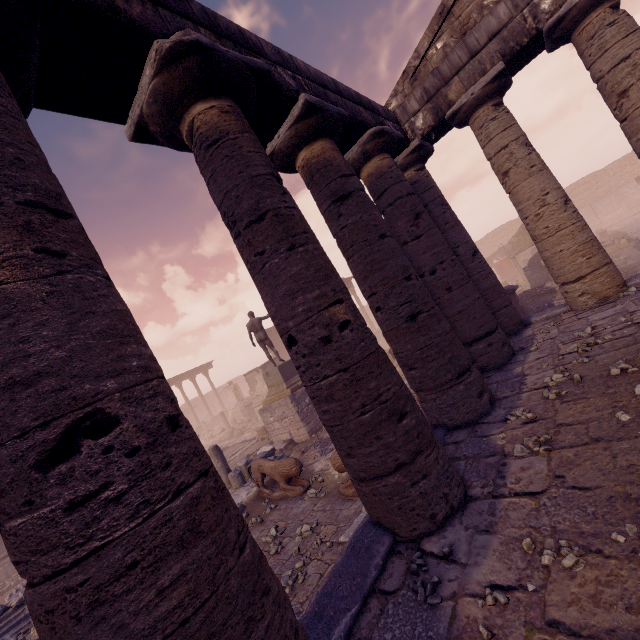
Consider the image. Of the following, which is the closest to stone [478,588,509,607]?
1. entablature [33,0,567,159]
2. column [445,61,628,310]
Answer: entablature [33,0,567,159]

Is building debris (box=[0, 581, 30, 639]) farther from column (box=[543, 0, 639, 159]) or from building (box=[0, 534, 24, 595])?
column (box=[543, 0, 639, 159])

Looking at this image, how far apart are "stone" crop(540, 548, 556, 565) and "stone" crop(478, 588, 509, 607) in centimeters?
36cm

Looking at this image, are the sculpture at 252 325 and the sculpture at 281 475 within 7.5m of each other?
yes

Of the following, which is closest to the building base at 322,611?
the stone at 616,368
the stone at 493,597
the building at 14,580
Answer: the stone at 493,597

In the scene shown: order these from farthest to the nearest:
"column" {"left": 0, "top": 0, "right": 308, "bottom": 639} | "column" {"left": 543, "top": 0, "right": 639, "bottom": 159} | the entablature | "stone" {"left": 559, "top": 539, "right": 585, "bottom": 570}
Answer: "column" {"left": 543, "top": 0, "right": 639, "bottom": 159} → the entablature → "stone" {"left": 559, "top": 539, "right": 585, "bottom": 570} → "column" {"left": 0, "top": 0, "right": 308, "bottom": 639}

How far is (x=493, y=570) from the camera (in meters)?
2.42

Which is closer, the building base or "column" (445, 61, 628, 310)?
the building base
